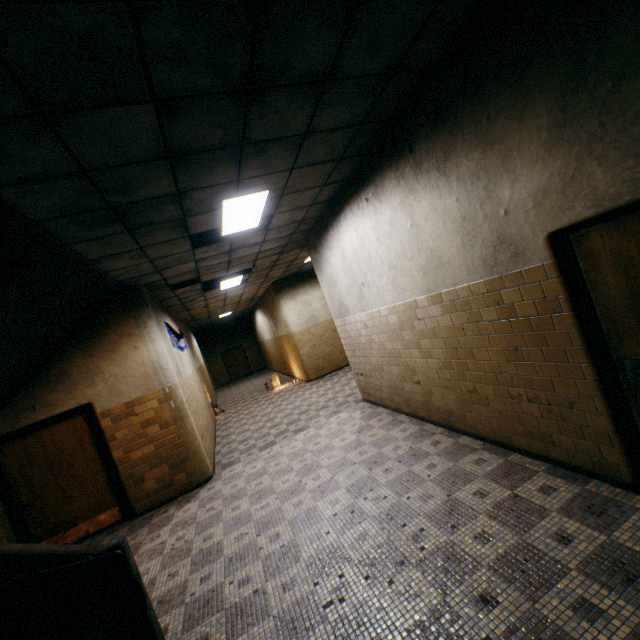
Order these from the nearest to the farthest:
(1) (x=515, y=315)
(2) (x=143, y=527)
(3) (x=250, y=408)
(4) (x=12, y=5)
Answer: (4) (x=12, y=5) < (1) (x=515, y=315) < (2) (x=143, y=527) < (3) (x=250, y=408)

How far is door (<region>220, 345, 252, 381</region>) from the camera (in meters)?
22.61

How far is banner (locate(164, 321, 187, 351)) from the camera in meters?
7.5 m

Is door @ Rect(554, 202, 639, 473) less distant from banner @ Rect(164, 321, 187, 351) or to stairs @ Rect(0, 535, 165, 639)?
stairs @ Rect(0, 535, 165, 639)

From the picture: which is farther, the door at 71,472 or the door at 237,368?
the door at 237,368

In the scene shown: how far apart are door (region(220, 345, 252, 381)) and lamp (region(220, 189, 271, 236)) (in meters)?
18.46

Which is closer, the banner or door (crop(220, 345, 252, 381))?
the banner

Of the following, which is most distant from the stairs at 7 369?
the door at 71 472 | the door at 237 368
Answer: the door at 237 368
